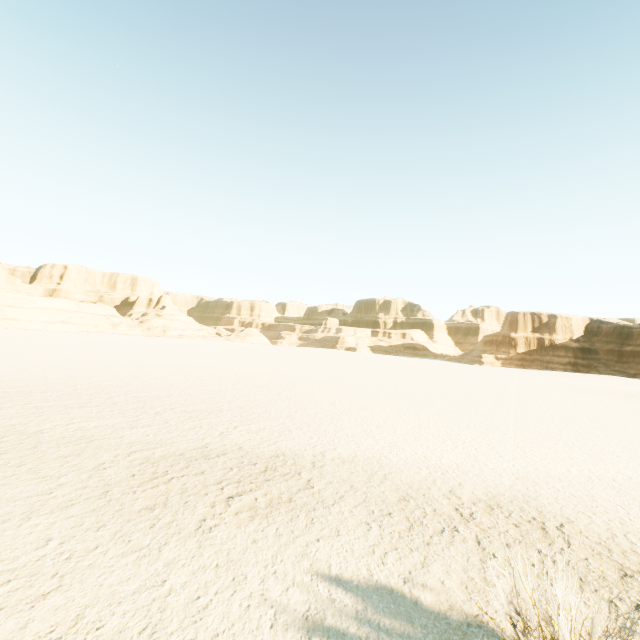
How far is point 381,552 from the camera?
5.30m
